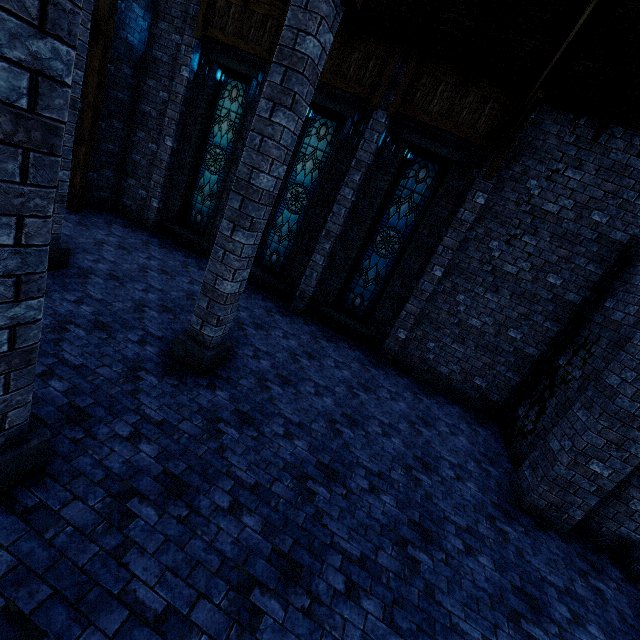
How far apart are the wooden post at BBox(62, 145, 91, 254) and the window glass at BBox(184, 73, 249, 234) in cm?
209

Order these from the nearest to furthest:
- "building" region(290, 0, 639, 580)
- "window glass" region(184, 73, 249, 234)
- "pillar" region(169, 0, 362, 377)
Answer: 1. "pillar" region(169, 0, 362, 377)
2. "building" region(290, 0, 639, 580)
3. "window glass" region(184, 73, 249, 234)

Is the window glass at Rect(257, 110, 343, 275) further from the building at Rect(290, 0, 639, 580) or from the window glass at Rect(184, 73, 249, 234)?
the window glass at Rect(184, 73, 249, 234)

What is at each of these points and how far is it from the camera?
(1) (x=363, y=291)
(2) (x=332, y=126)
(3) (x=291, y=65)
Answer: (1) window glass, 9.58m
(2) window glass, 8.83m
(3) pillar, 3.94m

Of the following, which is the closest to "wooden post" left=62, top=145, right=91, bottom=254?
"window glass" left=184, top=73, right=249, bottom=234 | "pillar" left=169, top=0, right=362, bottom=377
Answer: "window glass" left=184, top=73, right=249, bottom=234

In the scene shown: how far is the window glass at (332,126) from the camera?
8.9m

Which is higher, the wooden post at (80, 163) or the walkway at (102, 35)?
the walkway at (102, 35)

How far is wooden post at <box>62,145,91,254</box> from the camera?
8.02m
